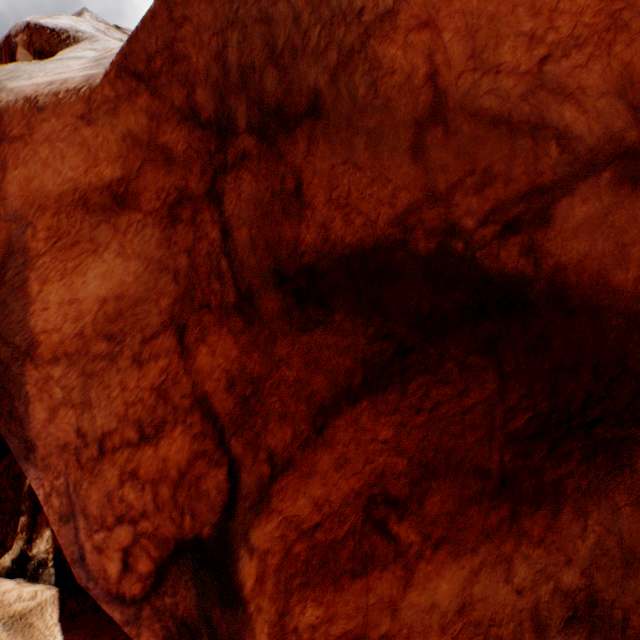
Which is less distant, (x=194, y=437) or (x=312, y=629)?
(x=312, y=629)
